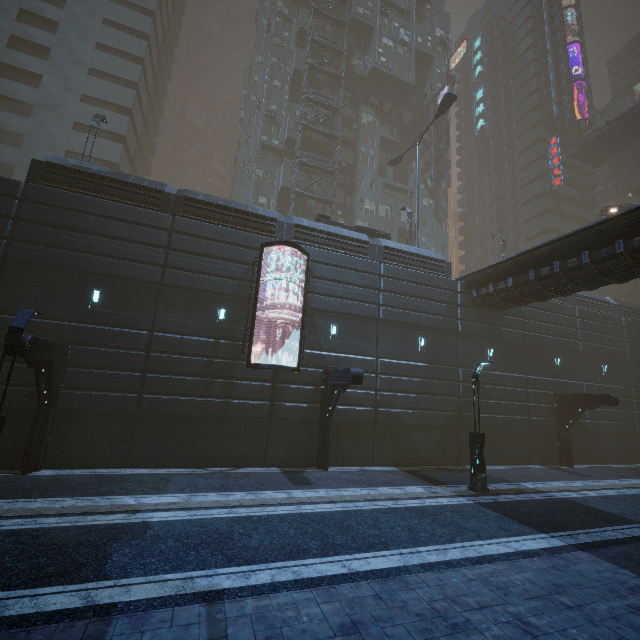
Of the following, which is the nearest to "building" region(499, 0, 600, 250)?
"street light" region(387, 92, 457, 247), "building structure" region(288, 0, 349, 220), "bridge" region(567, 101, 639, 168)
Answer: "building structure" region(288, 0, 349, 220)

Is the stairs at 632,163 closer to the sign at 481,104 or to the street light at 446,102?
the sign at 481,104

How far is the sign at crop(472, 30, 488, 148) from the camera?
56.2 meters

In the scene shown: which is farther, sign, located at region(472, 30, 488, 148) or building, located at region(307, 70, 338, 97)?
sign, located at region(472, 30, 488, 148)

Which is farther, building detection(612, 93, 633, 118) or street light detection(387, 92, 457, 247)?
building detection(612, 93, 633, 118)

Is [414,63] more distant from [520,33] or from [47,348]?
[47,348]

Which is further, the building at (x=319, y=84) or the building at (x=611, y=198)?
the building at (x=611, y=198)

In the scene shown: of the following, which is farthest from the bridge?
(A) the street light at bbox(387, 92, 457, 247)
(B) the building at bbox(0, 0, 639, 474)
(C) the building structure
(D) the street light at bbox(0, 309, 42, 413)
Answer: (D) the street light at bbox(0, 309, 42, 413)
